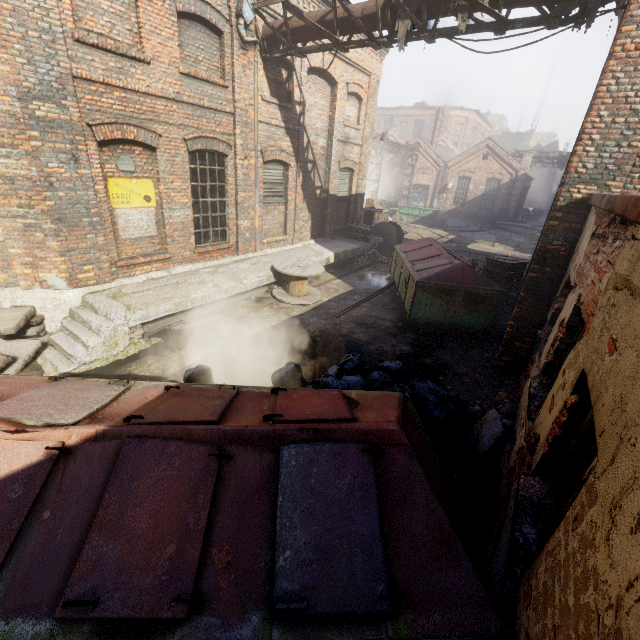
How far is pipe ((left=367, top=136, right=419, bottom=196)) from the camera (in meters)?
27.12

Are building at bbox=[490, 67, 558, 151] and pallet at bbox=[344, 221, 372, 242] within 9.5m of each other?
no

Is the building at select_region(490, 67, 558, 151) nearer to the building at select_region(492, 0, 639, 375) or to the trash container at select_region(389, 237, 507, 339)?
the trash container at select_region(389, 237, 507, 339)

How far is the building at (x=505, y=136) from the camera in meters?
50.8 m

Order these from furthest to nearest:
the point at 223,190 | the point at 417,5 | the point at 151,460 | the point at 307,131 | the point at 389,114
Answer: the point at 389,114, the point at 307,131, the point at 223,190, the point at 417,5, the point at 151,460

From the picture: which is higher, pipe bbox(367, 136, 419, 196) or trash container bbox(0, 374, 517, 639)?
pipe bbox(367, 136, 419, 196)

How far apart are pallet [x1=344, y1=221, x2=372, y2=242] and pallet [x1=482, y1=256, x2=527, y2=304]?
5.16m

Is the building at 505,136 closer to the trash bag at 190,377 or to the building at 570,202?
the building at 570,202
